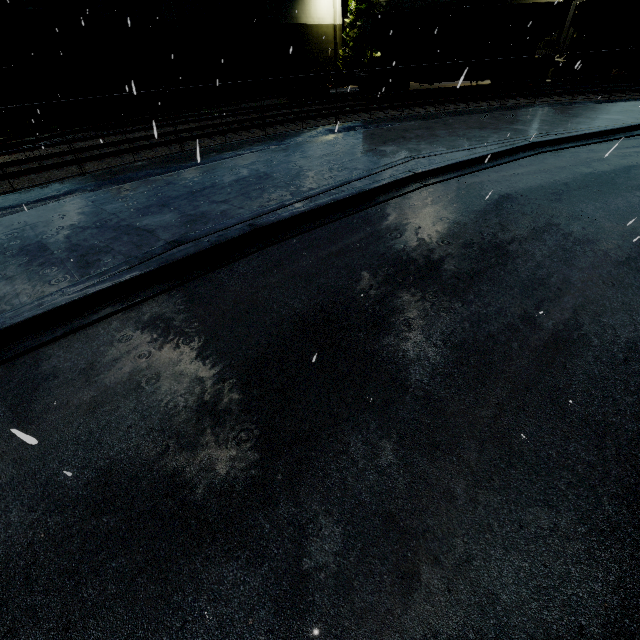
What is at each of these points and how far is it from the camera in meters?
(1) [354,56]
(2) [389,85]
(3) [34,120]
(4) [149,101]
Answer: (1) tree, 32.9
(2) bogie, 21.6
(3) building, 18.8
(4) building, 23.2

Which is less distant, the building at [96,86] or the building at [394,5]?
the building at [96,86]

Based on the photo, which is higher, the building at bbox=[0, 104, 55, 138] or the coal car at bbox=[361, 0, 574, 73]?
the coal car at bbox=[361, 0, 574, 73]

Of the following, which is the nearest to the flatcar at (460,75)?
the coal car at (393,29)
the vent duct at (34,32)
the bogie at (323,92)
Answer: the coal car at (393,29)

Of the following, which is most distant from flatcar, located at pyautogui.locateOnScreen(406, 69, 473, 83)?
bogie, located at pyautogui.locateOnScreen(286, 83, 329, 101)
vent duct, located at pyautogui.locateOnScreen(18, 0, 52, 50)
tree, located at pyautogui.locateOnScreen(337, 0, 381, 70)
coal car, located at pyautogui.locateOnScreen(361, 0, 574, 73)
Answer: vent duct, located at pyautogui.locateOnScreen(18, 0, 52, 50)

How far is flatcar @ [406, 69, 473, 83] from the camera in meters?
21.0 m

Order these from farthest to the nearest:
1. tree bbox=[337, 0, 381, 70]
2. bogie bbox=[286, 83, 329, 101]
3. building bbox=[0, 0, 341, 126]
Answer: tree bbox=[337, 0, 381, 70], bogie bbox=[286, 83, 329, 101], building bbox=[0, 0, 341, 126]
